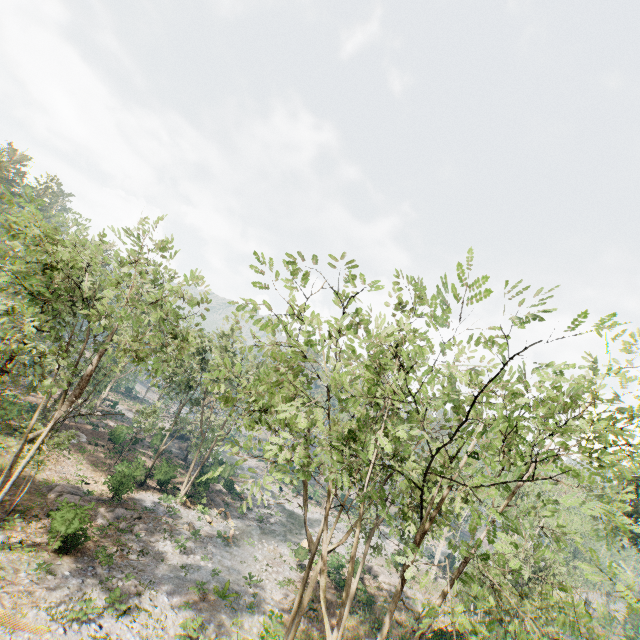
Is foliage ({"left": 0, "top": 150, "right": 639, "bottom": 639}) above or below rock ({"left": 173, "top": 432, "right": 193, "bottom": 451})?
above

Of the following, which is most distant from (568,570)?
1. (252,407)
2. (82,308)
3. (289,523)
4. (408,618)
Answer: (82,308)

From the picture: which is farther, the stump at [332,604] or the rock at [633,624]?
A: the rock at [633,624]

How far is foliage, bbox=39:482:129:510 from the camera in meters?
19.1 m

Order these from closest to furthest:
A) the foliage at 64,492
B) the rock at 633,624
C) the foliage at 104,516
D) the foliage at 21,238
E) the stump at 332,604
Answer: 1. the foliage at 21,238
2. the foliage at 64,492
3. the foliage at 104,516
4. the stump at 332,604
5. the rock at 633,624

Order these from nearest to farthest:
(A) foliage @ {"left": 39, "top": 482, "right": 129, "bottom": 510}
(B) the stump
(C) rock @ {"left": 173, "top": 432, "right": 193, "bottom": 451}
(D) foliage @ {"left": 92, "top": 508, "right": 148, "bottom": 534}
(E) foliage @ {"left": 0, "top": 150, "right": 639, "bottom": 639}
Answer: (E) foliage @ {"left": 0, "top": 150, "right": 639, "bottom": 639} → (A) foliage @ {"left": 39, "top": 482, "right": 129, "bottom": 510} → (D) foliage @ {"left": 92, "top": 508, "right": 148, "bottom": 534} → (B) the stump → (C) rock @ {"left": 173, "top": 432, "right": 193, "bottom": 451}

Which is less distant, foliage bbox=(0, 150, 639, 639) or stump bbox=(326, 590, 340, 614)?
foliage bbox=(0, 150, 639, 639)

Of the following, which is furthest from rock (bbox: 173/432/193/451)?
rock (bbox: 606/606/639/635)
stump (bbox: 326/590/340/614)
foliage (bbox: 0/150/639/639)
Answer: rock (bbox: 606/606/639/635)
